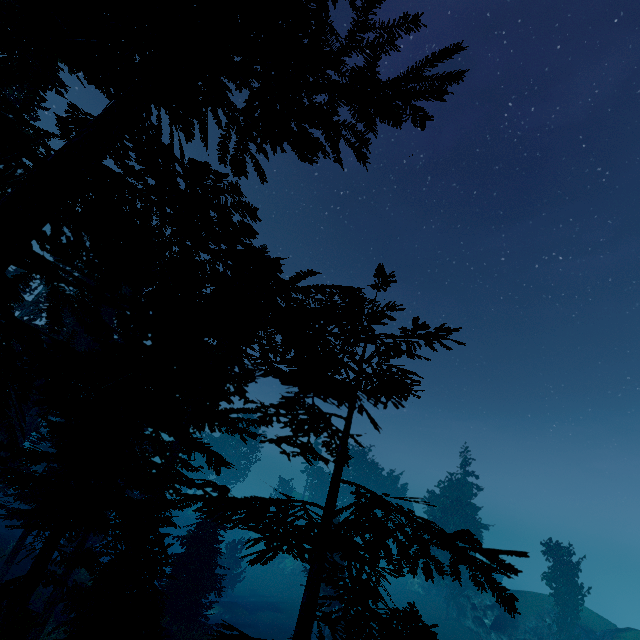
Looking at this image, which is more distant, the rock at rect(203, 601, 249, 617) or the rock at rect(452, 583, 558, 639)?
the rock at rect(452, 583, 558, 639)

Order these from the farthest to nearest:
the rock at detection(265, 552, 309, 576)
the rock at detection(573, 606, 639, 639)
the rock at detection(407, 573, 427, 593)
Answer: the rock at detection(265, 552, 309, 576), the rock at detection(407, 573, 427, 593), the rock at detection(573, 606, 639, 639)

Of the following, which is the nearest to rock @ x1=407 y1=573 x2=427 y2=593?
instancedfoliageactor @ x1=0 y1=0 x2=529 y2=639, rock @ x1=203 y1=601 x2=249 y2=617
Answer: instancedfoliageactor @ x1=0 y1=0 x2=529 y2=639

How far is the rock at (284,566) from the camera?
51.06m

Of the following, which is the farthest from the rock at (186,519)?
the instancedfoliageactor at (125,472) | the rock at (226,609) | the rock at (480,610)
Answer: the rock at (226,609)

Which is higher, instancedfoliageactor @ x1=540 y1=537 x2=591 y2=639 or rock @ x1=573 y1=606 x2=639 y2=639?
instancedfoliageactor @ x1=540 y1=537 x2=591 y2=639

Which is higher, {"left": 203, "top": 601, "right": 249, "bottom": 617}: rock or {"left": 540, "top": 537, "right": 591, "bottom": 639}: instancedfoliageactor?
A: {"left": 540, "top": 537, "right": 591, "bottom": 639}: instancedfoliageactor

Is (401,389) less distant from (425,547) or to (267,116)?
(425,547)
